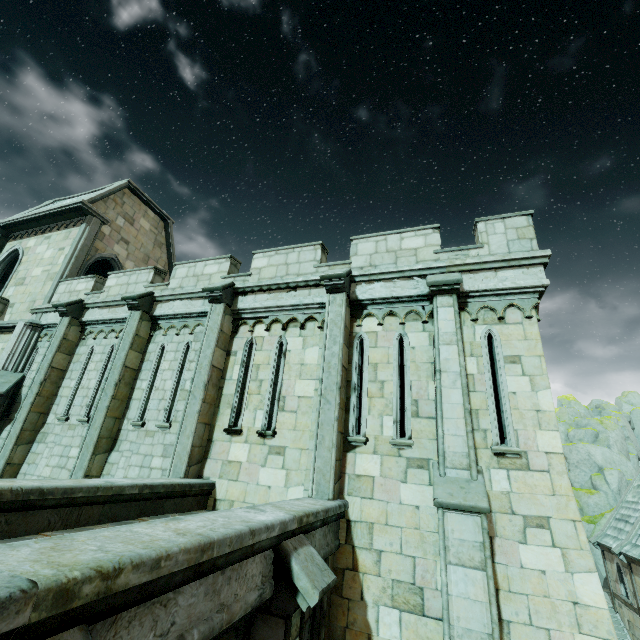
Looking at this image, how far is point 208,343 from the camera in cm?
888

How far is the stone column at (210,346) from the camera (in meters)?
7.73

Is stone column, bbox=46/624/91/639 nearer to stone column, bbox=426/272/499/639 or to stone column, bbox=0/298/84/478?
stone column, bbox=426/272/499/639

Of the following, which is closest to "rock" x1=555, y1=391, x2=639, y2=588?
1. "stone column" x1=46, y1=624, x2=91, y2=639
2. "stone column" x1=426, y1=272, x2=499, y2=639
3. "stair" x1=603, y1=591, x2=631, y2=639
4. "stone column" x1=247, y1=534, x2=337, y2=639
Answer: "stair" x1=603, y1=591, x2=631, y2=639

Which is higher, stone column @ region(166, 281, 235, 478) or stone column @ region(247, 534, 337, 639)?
stone column @ region(166, 281, 235, 478)

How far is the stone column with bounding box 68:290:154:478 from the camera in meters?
8.7 m

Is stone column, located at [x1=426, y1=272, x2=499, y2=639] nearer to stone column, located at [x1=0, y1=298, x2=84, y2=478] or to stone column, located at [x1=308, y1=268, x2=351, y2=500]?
stone column, located at [x1=308, y1=268, x2=351, y2=500]

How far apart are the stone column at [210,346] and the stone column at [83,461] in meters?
2.5
